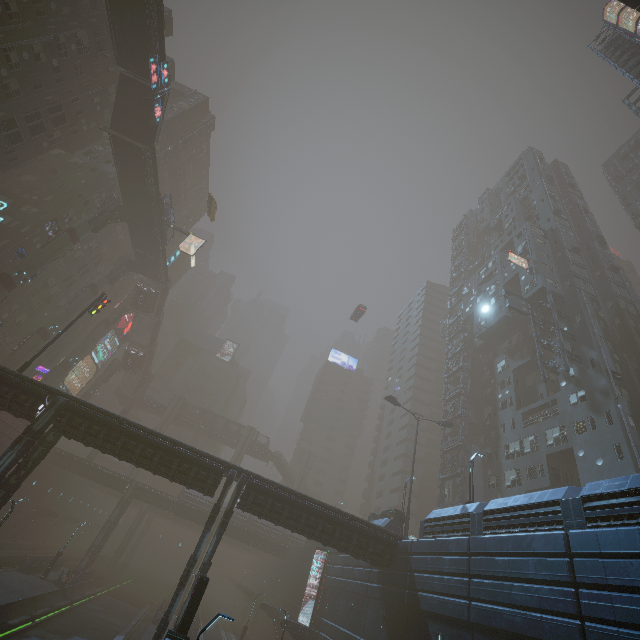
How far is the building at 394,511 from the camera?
28.5 meters

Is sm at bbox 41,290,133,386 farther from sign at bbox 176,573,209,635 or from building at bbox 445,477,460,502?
sign at bbox 176,573,209,635

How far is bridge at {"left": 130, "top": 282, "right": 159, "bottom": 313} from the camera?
54.8m

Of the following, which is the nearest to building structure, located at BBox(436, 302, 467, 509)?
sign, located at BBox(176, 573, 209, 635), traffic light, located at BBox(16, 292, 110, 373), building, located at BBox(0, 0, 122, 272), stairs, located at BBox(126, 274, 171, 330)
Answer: building, located at BBox(0, 0, 122, 272)

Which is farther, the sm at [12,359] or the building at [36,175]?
the sm at [12,359]

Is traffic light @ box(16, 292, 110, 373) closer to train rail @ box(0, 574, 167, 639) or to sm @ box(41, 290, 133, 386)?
train rail @ box(0, 574, 167, 639)

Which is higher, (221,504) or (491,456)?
→ (491,456)

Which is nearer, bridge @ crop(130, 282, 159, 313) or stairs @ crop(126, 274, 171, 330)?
bridge @ crop(130, 282, 159, 313)
